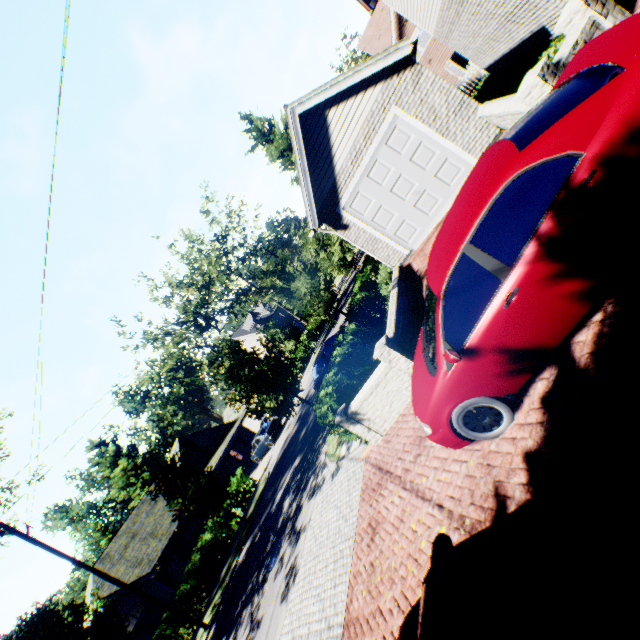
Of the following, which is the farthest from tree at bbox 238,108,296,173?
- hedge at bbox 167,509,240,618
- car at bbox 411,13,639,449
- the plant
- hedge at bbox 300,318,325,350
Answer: car at bbox 411,13,639,449

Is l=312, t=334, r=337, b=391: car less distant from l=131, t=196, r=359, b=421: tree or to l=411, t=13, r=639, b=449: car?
l=131, t=196, r=359, b=421: tree

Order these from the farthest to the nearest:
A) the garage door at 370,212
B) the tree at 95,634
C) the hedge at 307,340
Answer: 1. the hedge at 307,340
2. the tree at 95,634
3. the garage door at 370,212

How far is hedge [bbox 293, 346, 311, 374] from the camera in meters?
33.9 m

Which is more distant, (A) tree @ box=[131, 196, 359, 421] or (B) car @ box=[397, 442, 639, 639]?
(A) tree @ box=[131, 196, 359, 421]

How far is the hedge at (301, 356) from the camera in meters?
33.9 m

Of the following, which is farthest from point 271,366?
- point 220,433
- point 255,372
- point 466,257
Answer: point 220,433

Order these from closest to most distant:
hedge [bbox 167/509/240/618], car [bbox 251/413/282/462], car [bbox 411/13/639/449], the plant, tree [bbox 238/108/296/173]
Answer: car [bbox 411/13/639/449], hedge [bbox 167/509/240/618], tree [bbox 238/108/296/173], car [bbox 251/413/282/462], the plant
